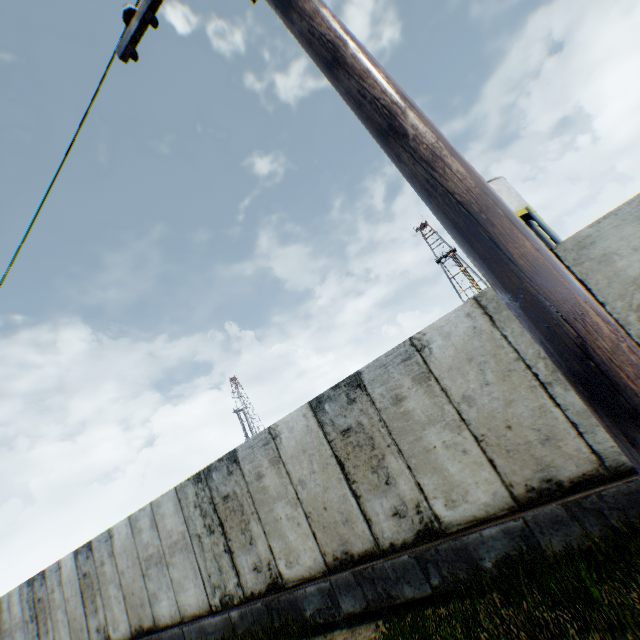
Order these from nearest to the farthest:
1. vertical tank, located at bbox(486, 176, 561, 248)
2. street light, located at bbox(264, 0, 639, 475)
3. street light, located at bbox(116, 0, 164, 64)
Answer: street light, located at bbox(264, 0, 639, 475)
street light, located at bbox(116, 0, 164, 64)
vertical tank, located at bbox(486, 176, 561, 248)

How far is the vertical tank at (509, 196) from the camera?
19.7 meters

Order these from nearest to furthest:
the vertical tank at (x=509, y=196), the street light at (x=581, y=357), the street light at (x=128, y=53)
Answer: the street light at (x=581, y=357) → the street light at (x=128, y=53) → the vertical tank at (x=509, y=196)

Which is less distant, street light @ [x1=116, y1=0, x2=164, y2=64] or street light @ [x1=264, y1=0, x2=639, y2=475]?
street light @ [x1=264, y1=0, x2=639, y2=475]

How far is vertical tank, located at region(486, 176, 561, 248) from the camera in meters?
19.7

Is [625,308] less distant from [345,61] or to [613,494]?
[613,494]

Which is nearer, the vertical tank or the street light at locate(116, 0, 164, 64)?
the street light at locate(116, 0, 164, 64)

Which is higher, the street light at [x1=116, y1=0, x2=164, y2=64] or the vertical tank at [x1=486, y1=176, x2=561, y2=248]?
the vertical tank at [x1=486, y1=176, x2=561, y2=248]
